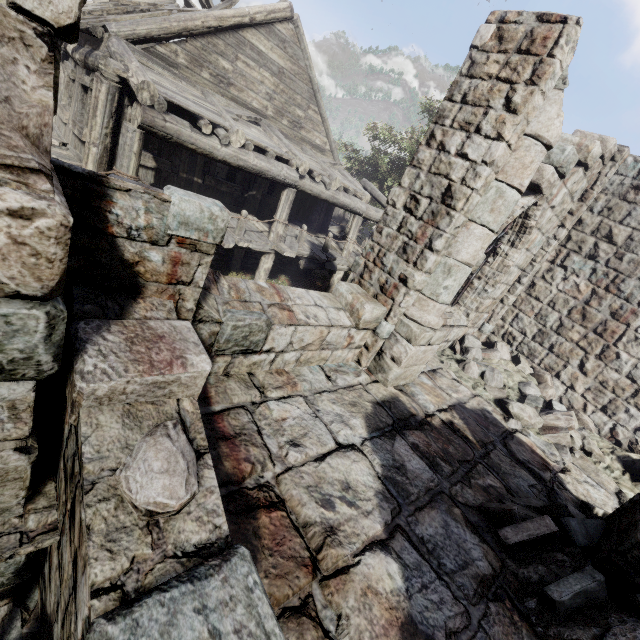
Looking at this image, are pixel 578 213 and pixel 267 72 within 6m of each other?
no

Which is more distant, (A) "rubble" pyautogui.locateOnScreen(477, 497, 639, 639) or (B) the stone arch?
(A) "rubble" pyautogui.locateOnScreen(477, 497, 639, 639)

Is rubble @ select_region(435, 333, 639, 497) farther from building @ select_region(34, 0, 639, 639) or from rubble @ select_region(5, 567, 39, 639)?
rubble @ select_region(5, 567, 39, 639)

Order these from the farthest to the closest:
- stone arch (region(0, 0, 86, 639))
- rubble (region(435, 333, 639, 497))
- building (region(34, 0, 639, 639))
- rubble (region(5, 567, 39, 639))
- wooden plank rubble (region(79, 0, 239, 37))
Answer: wooden plank rubble (region(79, 0, 239, 37))
rubble (region(435, 333, 639, 497))
rubble (region(5, 567, 39, 639))
building (region(34, 0, 639, 639))
stone arch (region(0, 0, 86, 639))

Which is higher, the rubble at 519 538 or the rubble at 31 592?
the rubble at 519 538

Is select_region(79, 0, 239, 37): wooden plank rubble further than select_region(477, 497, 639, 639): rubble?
Yes

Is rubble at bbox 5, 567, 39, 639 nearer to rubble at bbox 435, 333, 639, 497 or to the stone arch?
the stone arch

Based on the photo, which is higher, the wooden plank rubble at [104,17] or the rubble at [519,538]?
the wooden plank rubble at [104,17]
